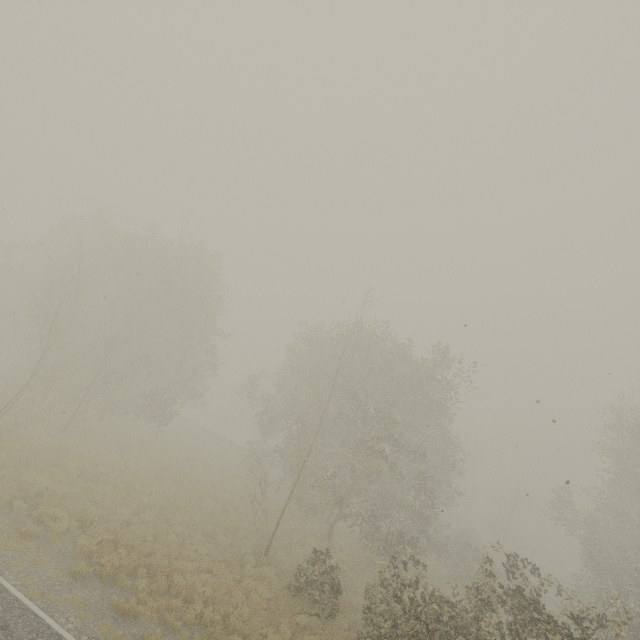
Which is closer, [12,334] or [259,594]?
[259,594]
